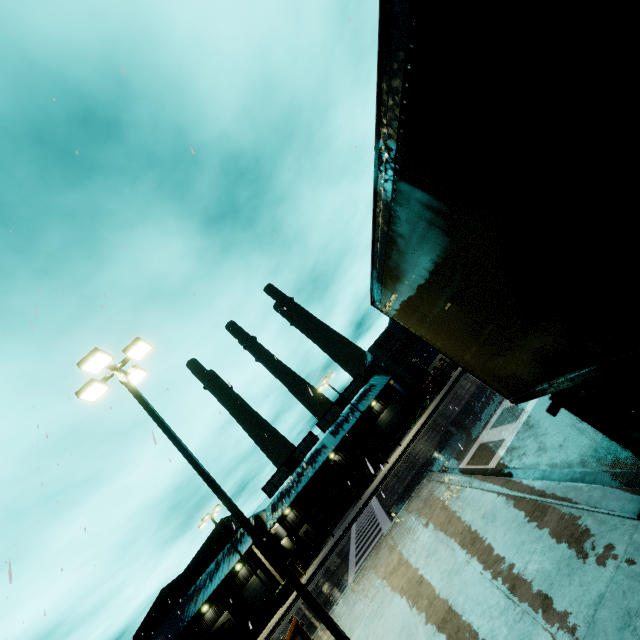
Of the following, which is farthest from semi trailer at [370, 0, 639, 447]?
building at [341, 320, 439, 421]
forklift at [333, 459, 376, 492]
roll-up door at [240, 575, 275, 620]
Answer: forklift at [333, 459, 376, 492]

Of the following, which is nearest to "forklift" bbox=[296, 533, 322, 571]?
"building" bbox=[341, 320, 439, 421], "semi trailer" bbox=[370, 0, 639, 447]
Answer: "semi trailer" bbox=[370, 0, 639, 447]

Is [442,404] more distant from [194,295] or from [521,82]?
[521,82]

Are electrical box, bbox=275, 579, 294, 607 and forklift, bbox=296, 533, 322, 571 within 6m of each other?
yes

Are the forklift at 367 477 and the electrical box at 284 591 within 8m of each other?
no

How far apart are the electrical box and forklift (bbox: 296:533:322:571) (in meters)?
3.83

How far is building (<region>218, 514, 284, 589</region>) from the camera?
31.3 meters

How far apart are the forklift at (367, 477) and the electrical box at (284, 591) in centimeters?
1026cm
